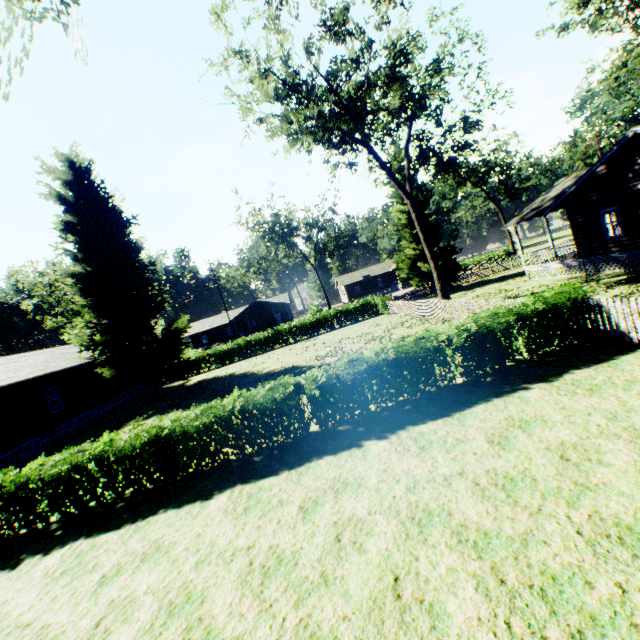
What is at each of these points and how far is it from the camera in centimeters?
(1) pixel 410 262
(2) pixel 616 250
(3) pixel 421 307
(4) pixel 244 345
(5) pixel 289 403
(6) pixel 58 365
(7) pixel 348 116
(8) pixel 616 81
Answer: (1) plant, 3466cm
(2) house, 1762cm
(3) fence, 2267cm
(4) hedge, 3403cm
(5) hedge, 891cm
(6) house, 2136cm
(7) tree, 2294cm
(8) plant, 3388cm

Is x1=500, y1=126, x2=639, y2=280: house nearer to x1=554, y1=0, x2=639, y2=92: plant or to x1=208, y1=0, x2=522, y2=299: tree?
x1=554, y1=0, x2=639, y2=92: plant

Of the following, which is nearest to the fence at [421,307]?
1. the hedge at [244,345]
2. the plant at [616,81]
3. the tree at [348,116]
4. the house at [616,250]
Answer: the plant at [616,81]

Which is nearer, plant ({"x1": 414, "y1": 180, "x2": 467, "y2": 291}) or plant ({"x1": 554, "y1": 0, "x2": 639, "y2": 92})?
plant ({"x1": 554, "y1": 0, "x2": 639, "y2": 92})

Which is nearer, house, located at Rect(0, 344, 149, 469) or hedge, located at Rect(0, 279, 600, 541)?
hedge, located at Rect(0, 279, 600, 541)

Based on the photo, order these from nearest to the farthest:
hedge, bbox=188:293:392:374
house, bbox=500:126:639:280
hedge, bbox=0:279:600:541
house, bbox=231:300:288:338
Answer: hedge, bbox=0:279:600:541 < house, bbox=500:126:639:280 < hedge, bbox=188:293:392:374 < house, bbox=231:300:288:338

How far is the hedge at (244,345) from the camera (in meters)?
33.78

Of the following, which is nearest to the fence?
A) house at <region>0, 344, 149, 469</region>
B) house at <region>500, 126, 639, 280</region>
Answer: house at <region>500, 126, 639, 280</region>
